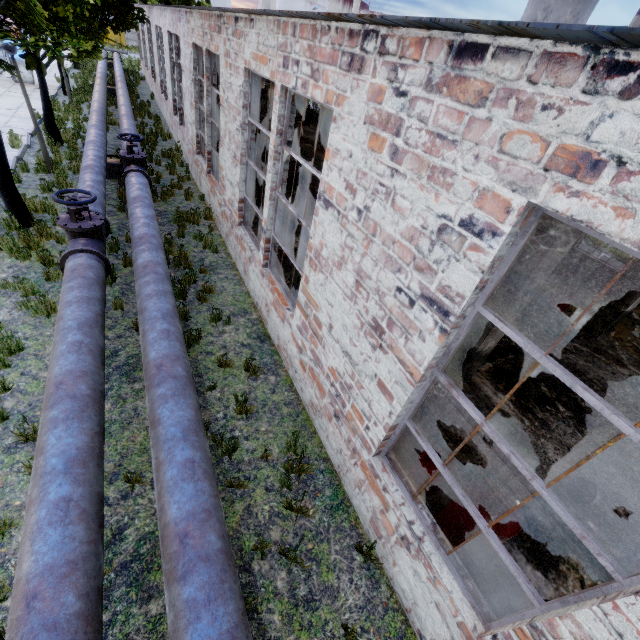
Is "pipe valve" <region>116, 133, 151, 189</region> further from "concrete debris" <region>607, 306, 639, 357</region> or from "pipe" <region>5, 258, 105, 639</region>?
"concrete debris" <region>607, 306, 639, 357</region>

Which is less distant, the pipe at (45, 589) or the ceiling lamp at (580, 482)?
the pipe at (45, 589)

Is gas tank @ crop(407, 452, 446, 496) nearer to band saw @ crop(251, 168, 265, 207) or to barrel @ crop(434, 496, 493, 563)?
barrel @ crop(434, 496, 493, 563)

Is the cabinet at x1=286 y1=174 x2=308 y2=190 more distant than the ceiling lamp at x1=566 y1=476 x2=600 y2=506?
Yes

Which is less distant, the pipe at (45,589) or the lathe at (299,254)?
the pipe at (45,589)

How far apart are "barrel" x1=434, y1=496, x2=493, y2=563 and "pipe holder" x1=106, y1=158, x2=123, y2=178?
13.27m

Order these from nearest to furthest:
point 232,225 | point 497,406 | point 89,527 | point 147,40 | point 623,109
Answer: point 623,109, point 89,527, point 497,406, point 232,225, point 147,40

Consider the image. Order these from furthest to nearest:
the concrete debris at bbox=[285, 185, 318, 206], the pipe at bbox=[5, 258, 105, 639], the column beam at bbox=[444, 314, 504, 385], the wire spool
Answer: the wire spool < the concrete debris at bbox=[285, 185, 318, 206] < the column beam at bbox=[444, 314, 504, 385] < the pipe at bbox=[5, 258, 105, 639]
